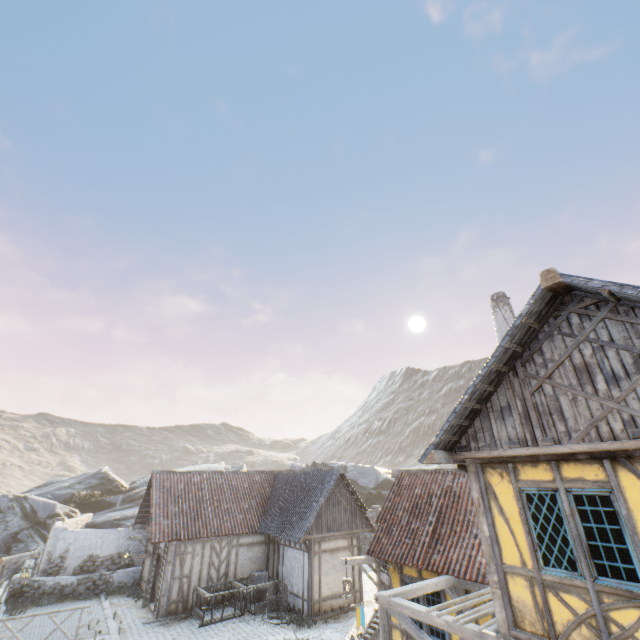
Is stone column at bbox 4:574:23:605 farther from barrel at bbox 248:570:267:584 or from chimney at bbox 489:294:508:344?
chimney at bbox 489:294:508:344

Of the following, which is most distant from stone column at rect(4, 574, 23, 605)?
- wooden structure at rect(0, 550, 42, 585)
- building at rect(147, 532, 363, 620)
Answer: wooden structure at rect(0, 550, 42, 585)

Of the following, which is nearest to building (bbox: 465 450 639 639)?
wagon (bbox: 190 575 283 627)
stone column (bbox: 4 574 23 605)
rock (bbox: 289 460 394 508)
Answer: rock (bbox: 289 460 394 508)

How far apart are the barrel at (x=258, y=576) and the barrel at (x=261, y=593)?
1.0m

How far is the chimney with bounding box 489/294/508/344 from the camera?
12.1 meters

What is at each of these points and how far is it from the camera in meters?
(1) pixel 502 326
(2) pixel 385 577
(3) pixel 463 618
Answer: (1) chimney, 12.2 m
(2) sign, 11.1 m
(3) awning, 6.7 m

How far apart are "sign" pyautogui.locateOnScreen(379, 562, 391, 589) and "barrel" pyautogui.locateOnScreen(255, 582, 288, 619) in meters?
5.7

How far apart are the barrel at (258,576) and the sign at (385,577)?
7.67m
